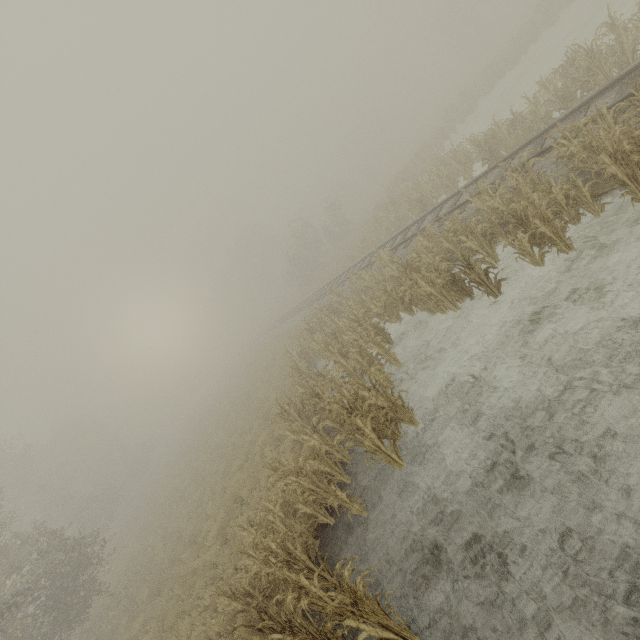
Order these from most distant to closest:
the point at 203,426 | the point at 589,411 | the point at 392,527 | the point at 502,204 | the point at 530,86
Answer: the point at 203,426, the point at 530,86, the point at 502,204, the point at 392,527, the point at 589,411
